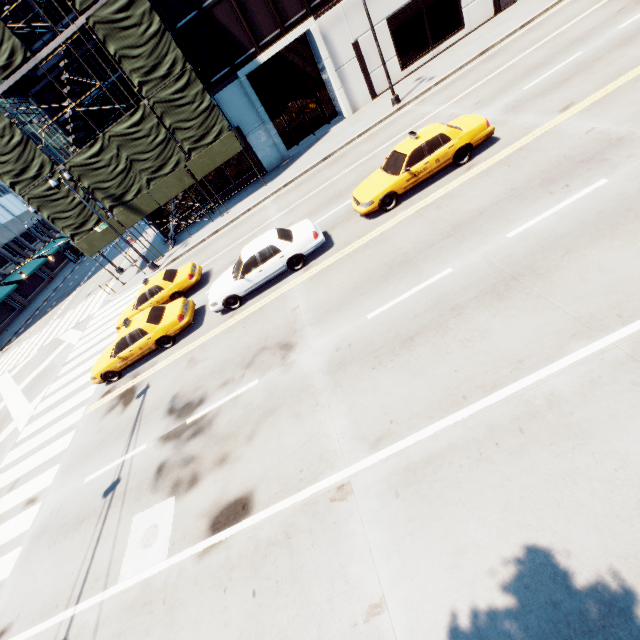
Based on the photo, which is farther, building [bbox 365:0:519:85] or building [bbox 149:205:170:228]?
building [bbox 149:205:170:228]

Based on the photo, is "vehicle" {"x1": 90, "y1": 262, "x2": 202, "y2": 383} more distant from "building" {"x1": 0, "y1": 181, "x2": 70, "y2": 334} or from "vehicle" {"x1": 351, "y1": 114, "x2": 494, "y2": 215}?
"building" {"x1": 0, "y1": 181, "x2": 70, "y2": 334}

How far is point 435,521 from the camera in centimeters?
484cm

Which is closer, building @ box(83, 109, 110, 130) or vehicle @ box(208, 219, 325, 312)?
vehicle @ box(208, 219, 325, 312)

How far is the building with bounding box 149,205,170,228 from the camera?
25.7 meters

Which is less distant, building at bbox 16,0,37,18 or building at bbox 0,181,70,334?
building at bbox 16,0,37,18

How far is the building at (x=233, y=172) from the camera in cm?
2481
